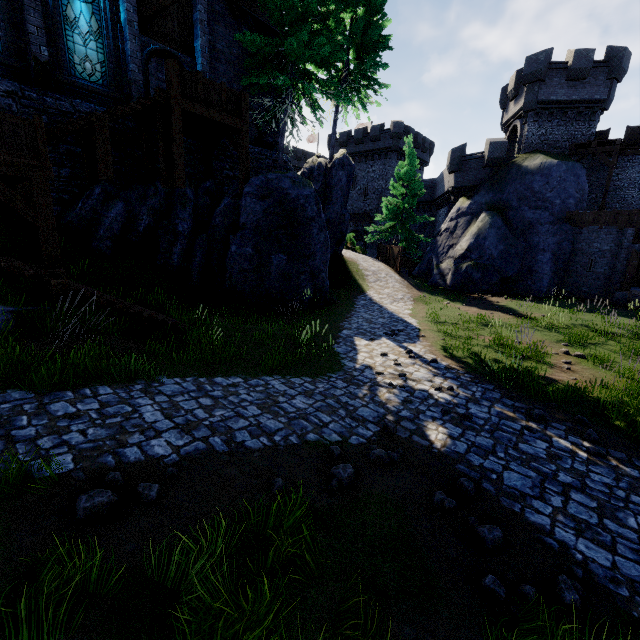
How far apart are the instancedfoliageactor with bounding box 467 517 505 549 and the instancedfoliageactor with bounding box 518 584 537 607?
0.4m

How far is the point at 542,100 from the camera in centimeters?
2442cm

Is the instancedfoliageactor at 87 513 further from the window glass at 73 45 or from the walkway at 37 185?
the window glass at 73 45

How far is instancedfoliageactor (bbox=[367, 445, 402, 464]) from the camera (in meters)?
5.14

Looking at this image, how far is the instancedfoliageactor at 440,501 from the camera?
4.35m

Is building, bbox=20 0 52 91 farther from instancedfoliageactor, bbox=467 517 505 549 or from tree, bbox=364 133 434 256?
instancedfoliageactor, bbox=467 517 505 549

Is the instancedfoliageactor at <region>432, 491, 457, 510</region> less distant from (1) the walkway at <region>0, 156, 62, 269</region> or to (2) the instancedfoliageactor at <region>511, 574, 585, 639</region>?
(2) the instancedfoliageactor at <region>511, 574, 585, 639</region>

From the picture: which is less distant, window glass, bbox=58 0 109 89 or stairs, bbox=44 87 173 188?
stairs, bbox=44 87 173 188
